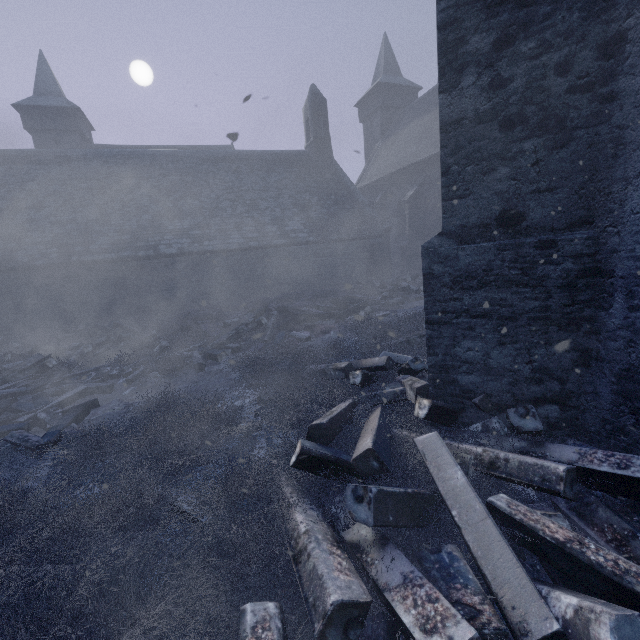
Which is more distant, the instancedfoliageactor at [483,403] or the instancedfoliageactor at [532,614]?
the instancedfoliageactor at [483,403]

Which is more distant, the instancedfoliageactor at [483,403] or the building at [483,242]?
the instancedfoliageactor at [483,403]

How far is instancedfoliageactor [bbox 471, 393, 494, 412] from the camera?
3.3 meters

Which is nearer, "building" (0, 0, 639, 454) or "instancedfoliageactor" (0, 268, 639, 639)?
"instancedfoliageactor" (0, 268, 639, 639)

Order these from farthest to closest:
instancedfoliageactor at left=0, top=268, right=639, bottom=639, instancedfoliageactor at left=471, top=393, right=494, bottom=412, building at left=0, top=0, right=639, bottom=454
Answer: instancedfoliageactor at left=471, top=393, right=494, bottom=412 → building at left=0, top=0, right=639, bottom=454 → instancedfoliageactor at left=0, top=268, right=639, bottom=639

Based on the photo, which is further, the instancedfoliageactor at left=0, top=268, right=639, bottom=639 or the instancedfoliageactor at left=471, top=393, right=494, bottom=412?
the instancedfoliageactor at left=471, top=393, right=494, bottom=412

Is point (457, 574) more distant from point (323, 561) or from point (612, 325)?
point (612, 325)

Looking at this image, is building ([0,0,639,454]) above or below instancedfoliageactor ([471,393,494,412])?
above
